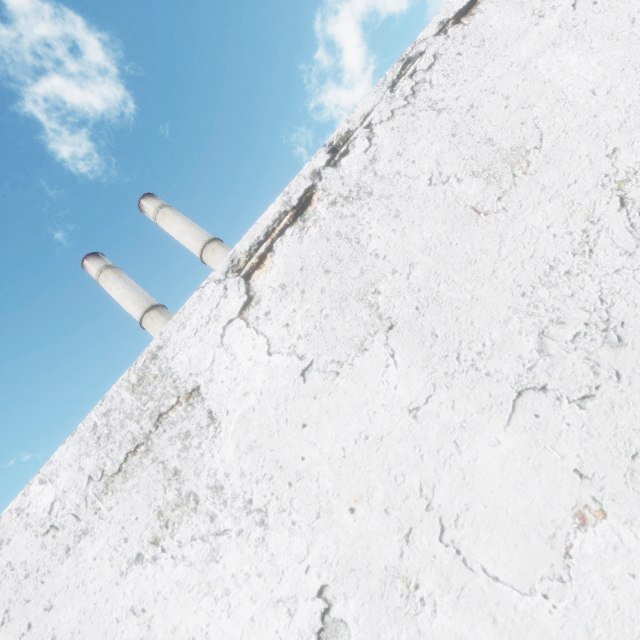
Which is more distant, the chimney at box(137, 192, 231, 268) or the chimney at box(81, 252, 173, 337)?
the chimney at box(137, 192, 231, 268)

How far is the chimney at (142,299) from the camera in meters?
24.3

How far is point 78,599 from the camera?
1.66m

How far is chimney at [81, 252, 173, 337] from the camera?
24.30m

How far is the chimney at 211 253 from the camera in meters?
25.2

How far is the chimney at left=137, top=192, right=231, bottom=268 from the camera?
25.2 meters
